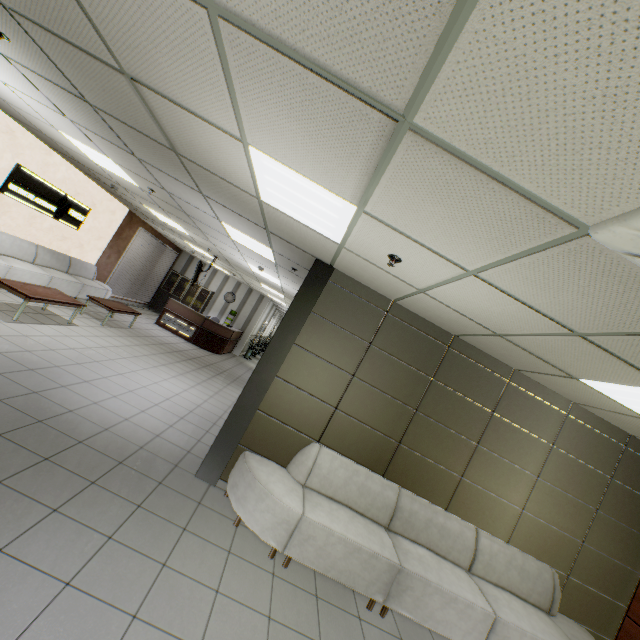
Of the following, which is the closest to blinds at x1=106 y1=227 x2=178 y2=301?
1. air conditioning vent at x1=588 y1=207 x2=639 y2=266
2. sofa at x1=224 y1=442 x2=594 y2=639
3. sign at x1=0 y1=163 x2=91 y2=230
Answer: sign at x1=0 y1=163 x2=91 y2=230

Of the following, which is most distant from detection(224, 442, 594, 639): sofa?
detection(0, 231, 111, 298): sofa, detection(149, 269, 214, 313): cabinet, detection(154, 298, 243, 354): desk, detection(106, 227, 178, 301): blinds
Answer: detection(149, 269, 214, 313): cabinet

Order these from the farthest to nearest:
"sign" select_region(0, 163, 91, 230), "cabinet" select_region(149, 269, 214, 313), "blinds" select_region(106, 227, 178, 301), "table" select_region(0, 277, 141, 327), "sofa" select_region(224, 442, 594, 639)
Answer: "cabinet" select_region(149, 269, 214, 313) → "blinds" select_region(106, 227, 178, 301) → "sign" select_region(0, 163, 91, 230) → "table" select_region(0, 277, 141, 327) → "sofa" select_region(224, 442, 594, 639)

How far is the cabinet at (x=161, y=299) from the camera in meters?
15.3 m

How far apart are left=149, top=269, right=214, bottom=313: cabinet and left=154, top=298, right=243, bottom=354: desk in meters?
1.4

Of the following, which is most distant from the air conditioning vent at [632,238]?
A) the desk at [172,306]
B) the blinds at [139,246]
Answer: the blinds at [139,246]

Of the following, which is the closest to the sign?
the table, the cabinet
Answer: the table

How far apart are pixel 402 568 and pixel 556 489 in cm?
270
